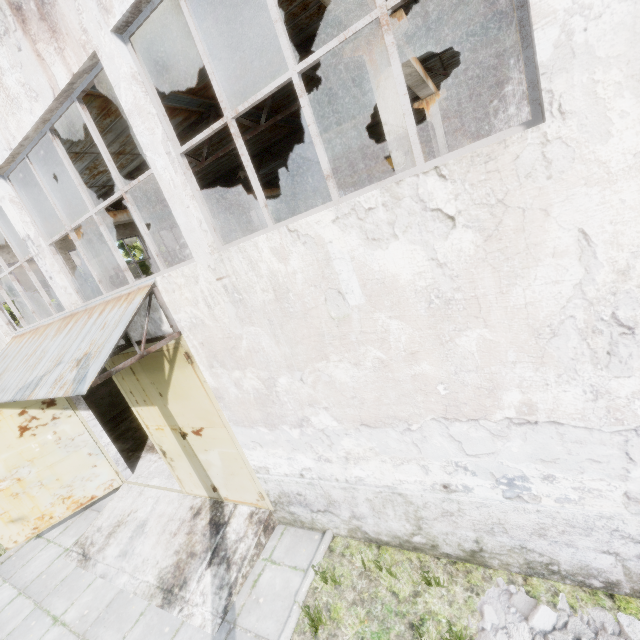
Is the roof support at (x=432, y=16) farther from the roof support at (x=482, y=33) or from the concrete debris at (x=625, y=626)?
the concrete debris at (x=625, y=626)

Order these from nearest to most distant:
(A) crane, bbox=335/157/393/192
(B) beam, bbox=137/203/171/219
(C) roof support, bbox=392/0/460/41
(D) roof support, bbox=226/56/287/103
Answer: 1. (C) roof support, bbox=392/0/460/41
2. (D) roof support, bbox=226/56/287/103
3. (B) beam, bbox=137/203/171/219
4. (A) crane, bbox=335/157/393/192

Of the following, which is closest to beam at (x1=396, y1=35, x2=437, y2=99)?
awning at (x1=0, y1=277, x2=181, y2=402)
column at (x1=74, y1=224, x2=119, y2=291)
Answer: awning at (x1=0, y1=277, x2=181, y2=402)

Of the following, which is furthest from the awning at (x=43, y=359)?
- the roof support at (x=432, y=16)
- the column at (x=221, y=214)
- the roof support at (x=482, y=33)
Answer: the roof support at (x=482, y=33)

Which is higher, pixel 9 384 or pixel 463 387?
pixel 9 384

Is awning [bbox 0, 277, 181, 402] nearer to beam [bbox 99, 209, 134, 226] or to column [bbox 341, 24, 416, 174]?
beam [bbox 99, 209, 134, 226]

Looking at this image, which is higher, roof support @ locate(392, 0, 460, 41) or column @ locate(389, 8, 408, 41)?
roof support @ locate(392, 0, 460, 41)

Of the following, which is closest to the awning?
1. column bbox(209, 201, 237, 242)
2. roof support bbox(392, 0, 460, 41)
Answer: roof support bbox(392, 0, 460, 41)
